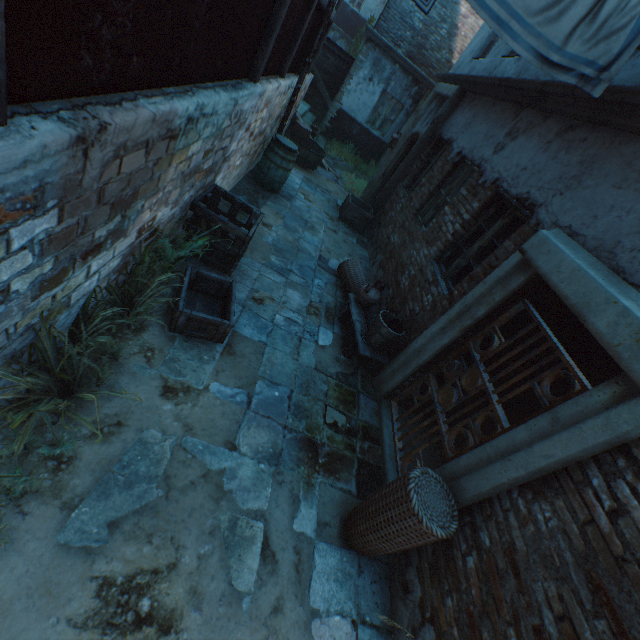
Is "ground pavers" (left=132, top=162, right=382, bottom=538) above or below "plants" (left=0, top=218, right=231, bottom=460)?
below

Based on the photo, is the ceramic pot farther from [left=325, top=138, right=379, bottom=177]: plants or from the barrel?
[left=325, top=138, right=379, bottom=177]: plants

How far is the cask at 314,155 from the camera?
9.36m

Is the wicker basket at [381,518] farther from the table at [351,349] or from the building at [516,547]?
the table at [351,349]

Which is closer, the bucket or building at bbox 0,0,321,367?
building at bbox 0,0,321,367

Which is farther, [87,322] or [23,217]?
[87,322]

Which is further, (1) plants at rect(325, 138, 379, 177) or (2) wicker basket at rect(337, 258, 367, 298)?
(1) plants at rect(325, 138, 379, 177)

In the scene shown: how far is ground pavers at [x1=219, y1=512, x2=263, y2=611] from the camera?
2.3 meters
